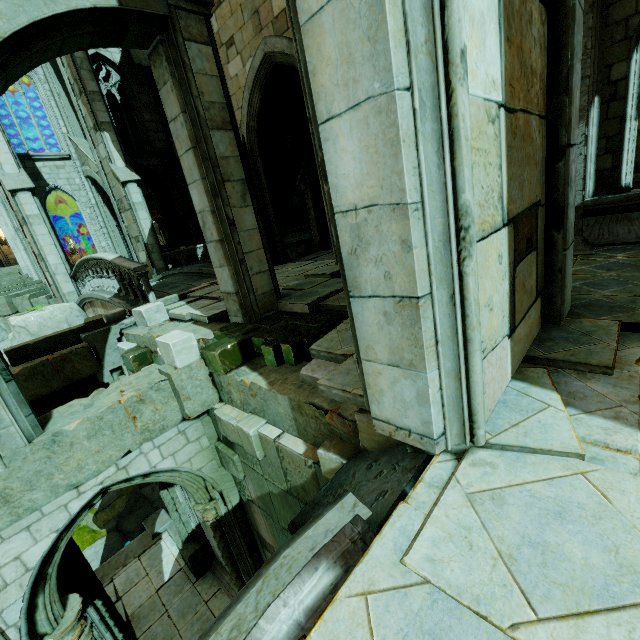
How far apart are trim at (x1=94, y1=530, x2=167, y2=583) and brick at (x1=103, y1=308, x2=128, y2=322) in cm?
784

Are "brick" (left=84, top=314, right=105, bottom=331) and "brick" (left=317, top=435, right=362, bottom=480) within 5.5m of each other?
no

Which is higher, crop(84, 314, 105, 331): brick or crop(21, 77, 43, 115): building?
crop(21, 77, 43, 115): building

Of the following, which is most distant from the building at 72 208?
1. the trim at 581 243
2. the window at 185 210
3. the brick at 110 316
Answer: the trim at 581 243

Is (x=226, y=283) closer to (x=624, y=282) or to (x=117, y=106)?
(x=624, y=282)

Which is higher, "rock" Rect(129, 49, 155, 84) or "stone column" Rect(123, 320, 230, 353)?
"rock" Rect(129, 49, 155, 84)

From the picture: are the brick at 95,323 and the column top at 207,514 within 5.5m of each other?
yes

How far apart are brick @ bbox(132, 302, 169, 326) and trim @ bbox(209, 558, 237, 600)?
6.36m
